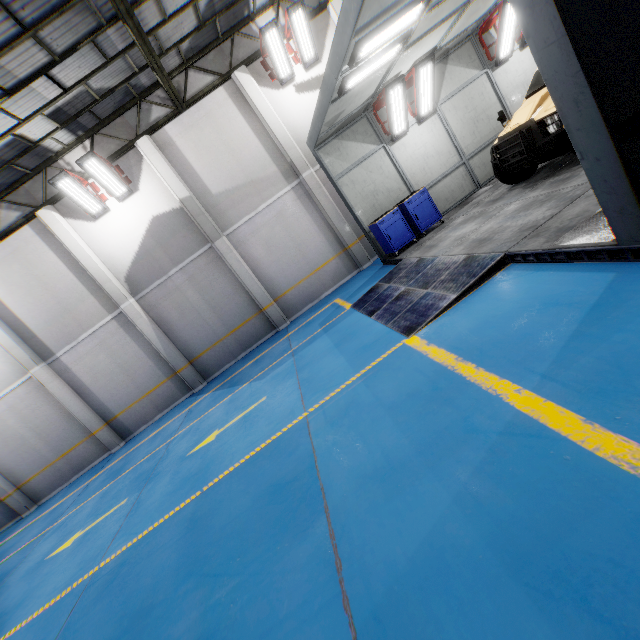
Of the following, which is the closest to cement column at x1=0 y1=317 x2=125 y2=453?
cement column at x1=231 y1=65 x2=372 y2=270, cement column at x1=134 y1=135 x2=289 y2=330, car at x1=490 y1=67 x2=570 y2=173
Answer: cement column at x1=134 y1=135 x2=289 y2=330

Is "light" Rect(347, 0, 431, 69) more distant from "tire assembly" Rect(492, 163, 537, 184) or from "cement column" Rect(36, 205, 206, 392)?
"cement column" Rect(36, 205, 206, 392)

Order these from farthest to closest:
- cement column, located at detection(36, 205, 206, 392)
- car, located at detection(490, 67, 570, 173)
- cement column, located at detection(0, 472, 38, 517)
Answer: cement column, located at detection(0, 472, 38, 517), cement column, located at detection(36, 205, 206, 392), car, located at detection(490, 67, 570, 173)

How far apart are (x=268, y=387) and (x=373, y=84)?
7.86m

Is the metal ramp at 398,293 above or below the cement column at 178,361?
below

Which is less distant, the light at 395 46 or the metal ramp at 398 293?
the metal ramp at 398 293

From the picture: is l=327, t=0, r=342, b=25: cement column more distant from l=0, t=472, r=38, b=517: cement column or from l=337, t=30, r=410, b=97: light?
l=0, t=472, r=38, b=517: cement column

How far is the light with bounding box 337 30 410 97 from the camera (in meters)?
6.28
